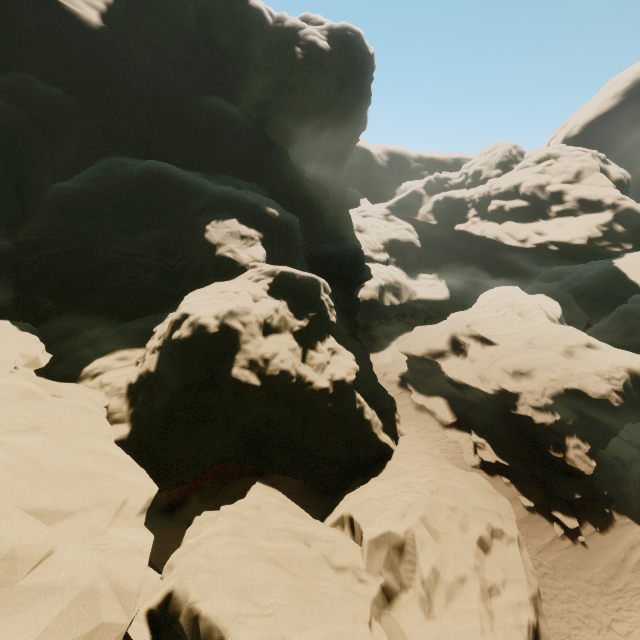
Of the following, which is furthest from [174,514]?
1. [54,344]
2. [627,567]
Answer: [627,567]
